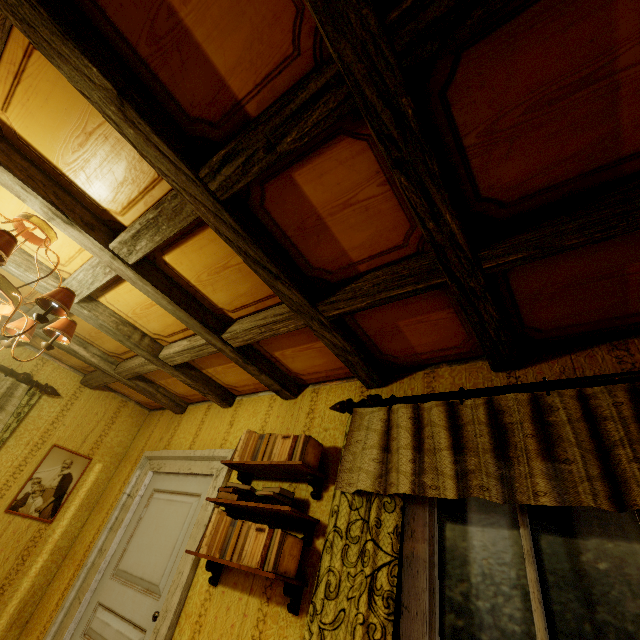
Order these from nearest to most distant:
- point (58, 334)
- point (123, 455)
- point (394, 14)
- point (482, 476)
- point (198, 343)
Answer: point (394, 14) < point (482, 476) < point (58, 334) < point (198, 343) < point (123, 455)

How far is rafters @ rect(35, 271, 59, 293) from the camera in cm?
221

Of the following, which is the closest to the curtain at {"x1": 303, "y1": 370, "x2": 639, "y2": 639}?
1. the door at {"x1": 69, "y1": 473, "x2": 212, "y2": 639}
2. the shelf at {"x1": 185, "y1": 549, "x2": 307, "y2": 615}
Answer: the shelf at {"x1": 185, "y1": 549, "x2": 307, "y2": 615}

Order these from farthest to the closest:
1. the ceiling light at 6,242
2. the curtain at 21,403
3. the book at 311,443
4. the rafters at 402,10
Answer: the curtain at 21,403
the book at 311,443
the ceiling light at 6,242
the rafters at 402,10

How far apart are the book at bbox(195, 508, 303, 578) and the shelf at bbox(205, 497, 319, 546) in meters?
0.0 m

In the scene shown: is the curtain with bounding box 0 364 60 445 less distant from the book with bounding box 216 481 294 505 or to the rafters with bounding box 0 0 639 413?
the rafters with bounding box 0 0 639 413

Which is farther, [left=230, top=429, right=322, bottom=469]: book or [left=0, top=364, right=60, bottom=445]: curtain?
[left=0, top=364, right=60, bottom=445]: curtain

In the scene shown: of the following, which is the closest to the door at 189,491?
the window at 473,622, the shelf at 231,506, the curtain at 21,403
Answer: the shelf at 231,506
